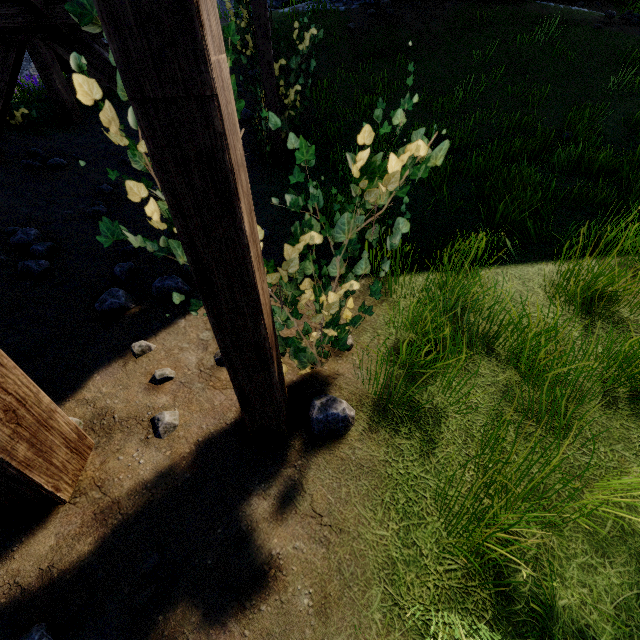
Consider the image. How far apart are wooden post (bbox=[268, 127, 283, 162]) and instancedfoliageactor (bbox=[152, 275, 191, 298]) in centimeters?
423cm

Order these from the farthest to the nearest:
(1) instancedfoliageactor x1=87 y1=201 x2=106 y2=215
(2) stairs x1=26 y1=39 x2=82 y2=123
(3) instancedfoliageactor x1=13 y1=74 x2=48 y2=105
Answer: (3) instancedfoliageactor x1=13 y1=74 x2=48 y2=105 < (2) stairs x1=26 y1=39 x2=82 y2=123 < (1) instancedfoliageactor x1=87 y1=201 x2=106 y2=215

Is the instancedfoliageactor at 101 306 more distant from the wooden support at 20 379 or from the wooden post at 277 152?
the wooden post at 277 152

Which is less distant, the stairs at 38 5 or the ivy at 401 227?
the ivy at 401 227

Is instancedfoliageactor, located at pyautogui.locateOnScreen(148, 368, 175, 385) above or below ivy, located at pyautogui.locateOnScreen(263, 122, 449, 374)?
below

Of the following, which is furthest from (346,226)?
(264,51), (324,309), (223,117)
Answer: (264,51)

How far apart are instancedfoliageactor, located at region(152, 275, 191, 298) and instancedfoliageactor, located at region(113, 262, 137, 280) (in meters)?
0.41

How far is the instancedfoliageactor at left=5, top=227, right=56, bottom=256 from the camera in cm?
377
